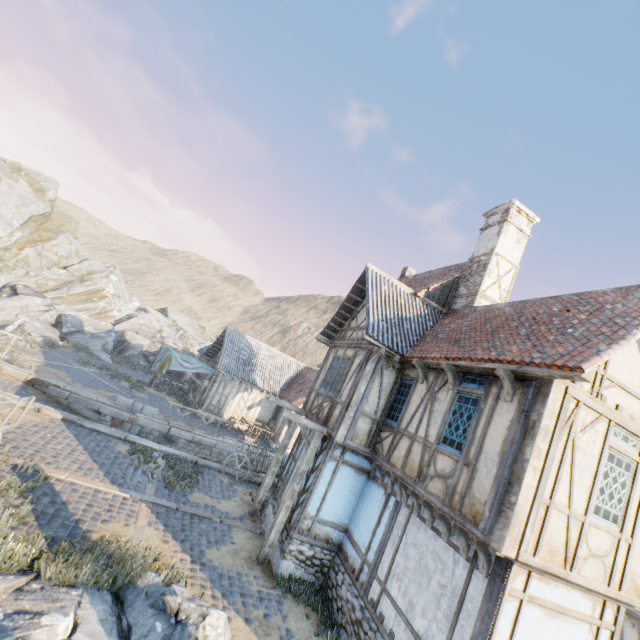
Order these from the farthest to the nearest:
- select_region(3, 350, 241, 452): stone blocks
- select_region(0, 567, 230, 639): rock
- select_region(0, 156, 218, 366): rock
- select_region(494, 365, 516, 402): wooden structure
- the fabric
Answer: select_region(0, 156, 218, 366): rock → the fabric → select_region(3, 350, 241, 452): stone blocks → select_region(494, 365, 516, 402): wooden structure → select_region(0, 567, 230, 639): rock

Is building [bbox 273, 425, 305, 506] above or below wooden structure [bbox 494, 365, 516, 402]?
below

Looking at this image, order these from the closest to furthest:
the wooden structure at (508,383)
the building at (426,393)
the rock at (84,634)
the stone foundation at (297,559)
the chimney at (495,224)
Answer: the rock at (84,634) < the building at (426,393) < the wooden structure at (508,383) < the stone foundation at (297,559) < the chimney at (495,224)

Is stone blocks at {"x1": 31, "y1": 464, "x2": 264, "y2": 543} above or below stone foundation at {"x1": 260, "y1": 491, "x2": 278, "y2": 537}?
below

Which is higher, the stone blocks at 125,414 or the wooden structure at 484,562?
the wooden structure at 484,562

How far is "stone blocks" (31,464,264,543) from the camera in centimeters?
845cm

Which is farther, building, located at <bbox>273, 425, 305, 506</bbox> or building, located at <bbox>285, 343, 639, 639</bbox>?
building, located at <bbox>273, 425, 305, 506</bbox>

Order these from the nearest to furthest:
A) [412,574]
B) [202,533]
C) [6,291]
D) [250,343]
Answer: [412,574]
[202,533]
[250,343]
[6,291]
